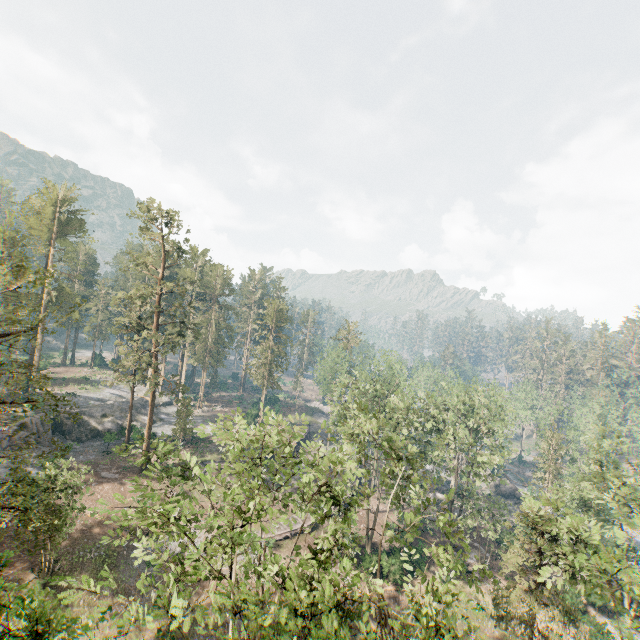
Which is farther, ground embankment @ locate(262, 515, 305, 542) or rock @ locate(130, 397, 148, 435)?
rock @ locate(130, 397, 148, 435)

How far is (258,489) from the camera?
21.6m

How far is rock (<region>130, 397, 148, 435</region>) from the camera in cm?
4625

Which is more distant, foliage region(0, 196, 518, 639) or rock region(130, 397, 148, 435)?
rock region(130, 397, 148, 435)

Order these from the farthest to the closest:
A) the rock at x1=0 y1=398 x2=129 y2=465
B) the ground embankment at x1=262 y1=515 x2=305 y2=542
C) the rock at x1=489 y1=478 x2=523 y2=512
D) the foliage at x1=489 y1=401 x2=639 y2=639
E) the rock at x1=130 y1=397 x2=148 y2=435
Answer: the rock at x1=489 y1=478 x2=523 y2=512
the rock at x1=130 y1=397 x2=148 y2=435
the rock at x1=0 y1=398 x2=129 y2=465
the ground embankment at x1=262 y1=515 x2=305 y2=542
the foliage at x1=489 y1=401 x2=639 y2=639

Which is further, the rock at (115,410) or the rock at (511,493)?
the rock at (511,493)

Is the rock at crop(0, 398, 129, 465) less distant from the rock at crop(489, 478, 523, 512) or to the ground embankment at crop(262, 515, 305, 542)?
the ground embankment at crop(262, 515, 305, 542)

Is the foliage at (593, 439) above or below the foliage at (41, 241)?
below
